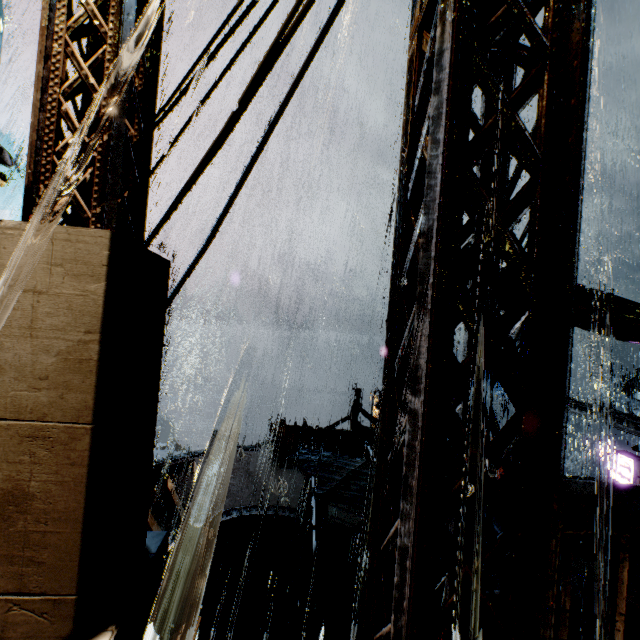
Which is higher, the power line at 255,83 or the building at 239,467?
the power line at 255,83

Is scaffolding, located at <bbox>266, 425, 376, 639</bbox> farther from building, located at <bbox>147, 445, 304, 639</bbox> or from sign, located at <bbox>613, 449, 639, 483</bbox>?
sign, located at <bbox>613, 449, 639, 483</bbox>

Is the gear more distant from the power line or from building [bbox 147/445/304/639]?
the power line

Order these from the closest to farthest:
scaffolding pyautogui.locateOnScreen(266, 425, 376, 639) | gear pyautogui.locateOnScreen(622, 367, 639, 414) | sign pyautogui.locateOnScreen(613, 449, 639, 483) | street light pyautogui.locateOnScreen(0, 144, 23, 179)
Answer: scaffolding pyautogui.locateOnScreen(266, 425, 376, 639), street light pyautogui.locateOnScreen(0, 144, 23, 179), sign pyautogui.locateOnScreen(613, 449, 639, 483), gear pyautogui.locateOnScreen(622, 367, 639, 414)

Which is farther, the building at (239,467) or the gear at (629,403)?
the gear at (629,403)

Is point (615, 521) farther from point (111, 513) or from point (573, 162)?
point (111, 513)

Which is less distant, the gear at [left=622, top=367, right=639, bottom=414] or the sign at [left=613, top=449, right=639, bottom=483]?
the sign at [left=613, top=449, right=639, bottom=483]

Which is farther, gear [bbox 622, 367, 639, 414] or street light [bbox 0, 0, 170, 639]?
gear [bbox 622, 367, 639, 414]
